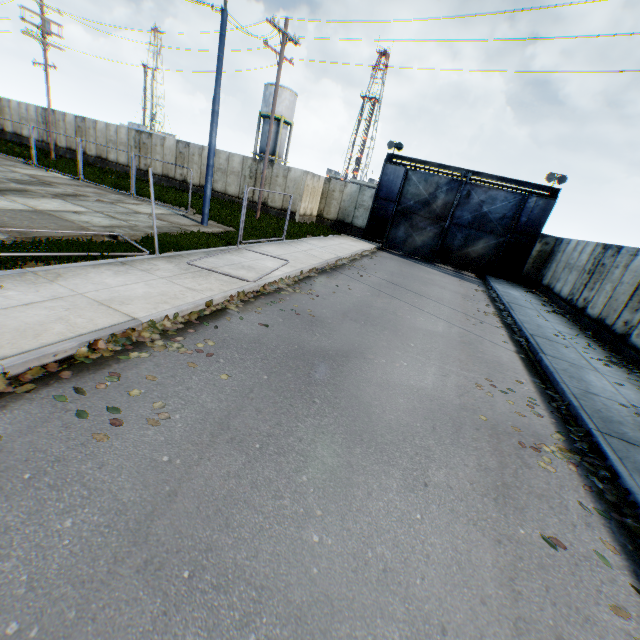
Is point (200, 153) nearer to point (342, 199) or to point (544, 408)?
point (342, 199)

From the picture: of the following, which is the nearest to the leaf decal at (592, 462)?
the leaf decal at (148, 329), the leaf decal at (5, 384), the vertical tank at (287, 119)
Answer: the leaf decal at (148, 329)

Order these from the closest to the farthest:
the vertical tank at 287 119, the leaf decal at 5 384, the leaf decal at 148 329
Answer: the leaf decal at 5 384 → the leaf decal at 148 329 → the vertical tank at 287 119

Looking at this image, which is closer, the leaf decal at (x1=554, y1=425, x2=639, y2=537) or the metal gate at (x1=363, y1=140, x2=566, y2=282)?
the leaf decal at (x1=554, y1=425, x2=639, y2=537)

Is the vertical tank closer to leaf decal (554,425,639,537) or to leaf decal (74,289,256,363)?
leaf decal (74,289,256,363)

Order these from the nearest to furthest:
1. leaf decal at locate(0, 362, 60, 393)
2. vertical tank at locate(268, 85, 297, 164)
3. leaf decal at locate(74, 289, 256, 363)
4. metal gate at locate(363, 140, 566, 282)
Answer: leaf decal at locate(0, 362, 60, 393) → leaf decal at locate(74, 289, 256, 363) → metal gate at locate(363, 140, 566, 282) → vertical tank at locate(268, 85, 297, 164)

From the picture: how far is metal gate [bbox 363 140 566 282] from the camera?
20.6 meters

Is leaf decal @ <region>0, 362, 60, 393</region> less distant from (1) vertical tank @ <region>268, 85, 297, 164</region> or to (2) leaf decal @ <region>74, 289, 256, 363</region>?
(2) leaf decal @ <region>74, 289, 256, 363</region>
